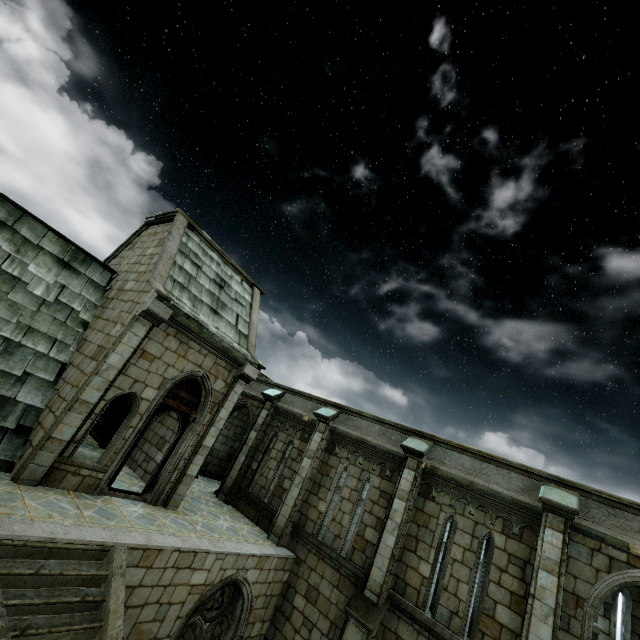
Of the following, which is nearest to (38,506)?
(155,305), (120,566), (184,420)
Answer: (120,566)
